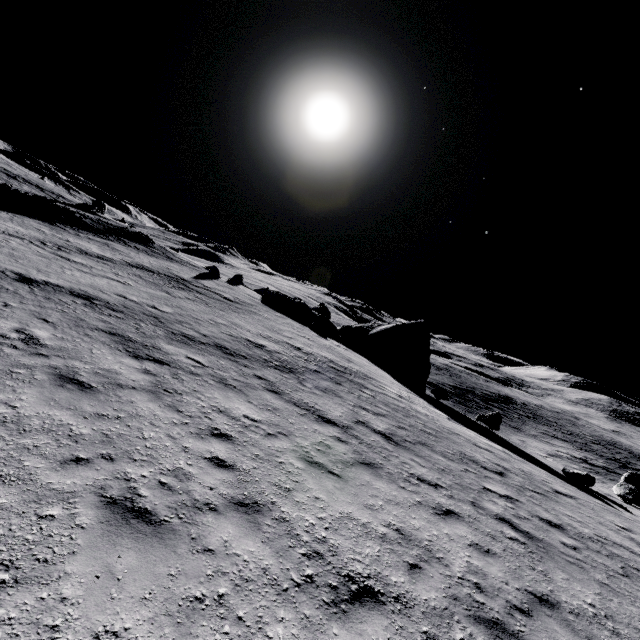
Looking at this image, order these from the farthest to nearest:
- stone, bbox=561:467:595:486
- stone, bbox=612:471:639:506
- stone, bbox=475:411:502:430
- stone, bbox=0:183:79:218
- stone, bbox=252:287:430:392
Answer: stone, bbox=0:183:79:218 < stone, bbox=252:287:430:392 < stone, bbox=475:411:502:430 < stone, bbox=612:471:639:506 < stone, bbox=561:467:595:486

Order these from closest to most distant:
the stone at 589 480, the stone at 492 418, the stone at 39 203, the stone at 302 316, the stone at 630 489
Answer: the stone at 589 480 < the stone at 630 489 < the stone at 492 418 < the stone at 302 316 < the stone at 39 203

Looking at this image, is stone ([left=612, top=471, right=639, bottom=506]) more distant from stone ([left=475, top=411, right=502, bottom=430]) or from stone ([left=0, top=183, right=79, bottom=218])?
stone ([left=0, top=183, right=79, bottom=218])

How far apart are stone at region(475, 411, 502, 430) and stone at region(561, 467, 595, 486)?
8.7 meters

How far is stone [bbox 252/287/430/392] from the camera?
30.6 meters

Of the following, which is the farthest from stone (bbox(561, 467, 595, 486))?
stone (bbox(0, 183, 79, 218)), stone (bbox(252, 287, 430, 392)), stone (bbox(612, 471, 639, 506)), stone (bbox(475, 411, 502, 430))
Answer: stone (bbox(0, 183, 79, 218))

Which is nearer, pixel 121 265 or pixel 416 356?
pixel 121 265

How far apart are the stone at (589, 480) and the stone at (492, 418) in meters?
8.7 m
